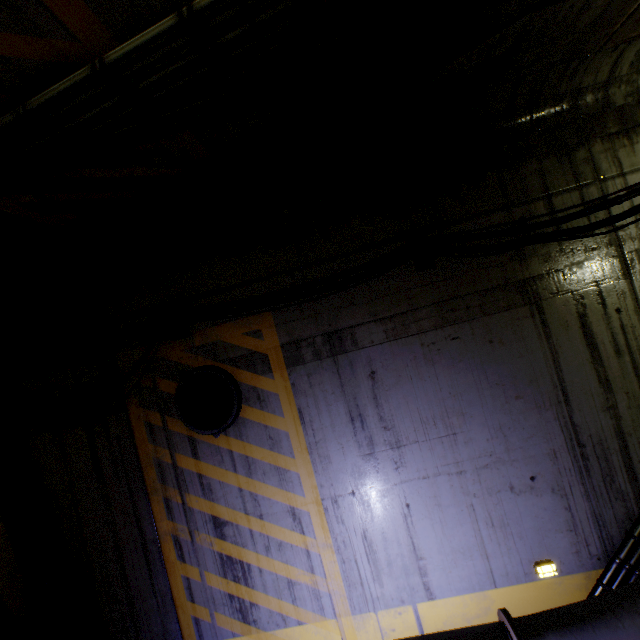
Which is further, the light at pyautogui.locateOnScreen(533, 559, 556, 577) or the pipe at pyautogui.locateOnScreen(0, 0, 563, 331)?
the light at pyautogui.locateOnScreen(533, 559, 556, 577)

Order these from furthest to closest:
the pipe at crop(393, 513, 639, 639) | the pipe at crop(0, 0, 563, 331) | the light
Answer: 1. the light
2. the pipe at crop(393, 513, 639, 639)
3. the pipe at crop(0, 0, 563, 331)

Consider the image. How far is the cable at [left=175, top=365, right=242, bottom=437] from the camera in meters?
3.8 m

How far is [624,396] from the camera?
3.46m

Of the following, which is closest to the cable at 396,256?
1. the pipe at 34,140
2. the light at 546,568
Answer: the pipe at 34,140

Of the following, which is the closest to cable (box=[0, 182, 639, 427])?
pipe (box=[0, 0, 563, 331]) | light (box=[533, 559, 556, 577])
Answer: pipe (box=[0, 0, 563, 331])

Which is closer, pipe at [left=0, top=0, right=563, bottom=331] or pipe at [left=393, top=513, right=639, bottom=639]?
pipe at [left=0, top=0, right=563, bottom=331]
